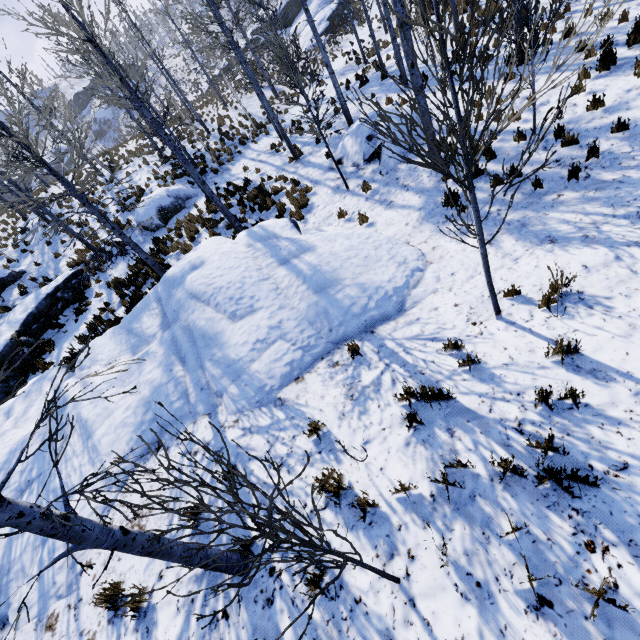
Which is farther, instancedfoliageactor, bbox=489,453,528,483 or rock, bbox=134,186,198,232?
rock, bbox=134,186,198,232

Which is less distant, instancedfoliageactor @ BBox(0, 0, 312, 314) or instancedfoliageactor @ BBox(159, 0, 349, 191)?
instancedfoliageactor @ BBox(0, 0, 312, 314)

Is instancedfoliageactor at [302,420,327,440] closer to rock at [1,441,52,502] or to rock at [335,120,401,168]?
rock at [1,441,52,502]

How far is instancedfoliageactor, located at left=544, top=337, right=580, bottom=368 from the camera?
3.9 meters

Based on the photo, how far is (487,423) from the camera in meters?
3.8 m

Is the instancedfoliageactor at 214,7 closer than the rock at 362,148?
Yes

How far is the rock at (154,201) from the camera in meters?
16.0
